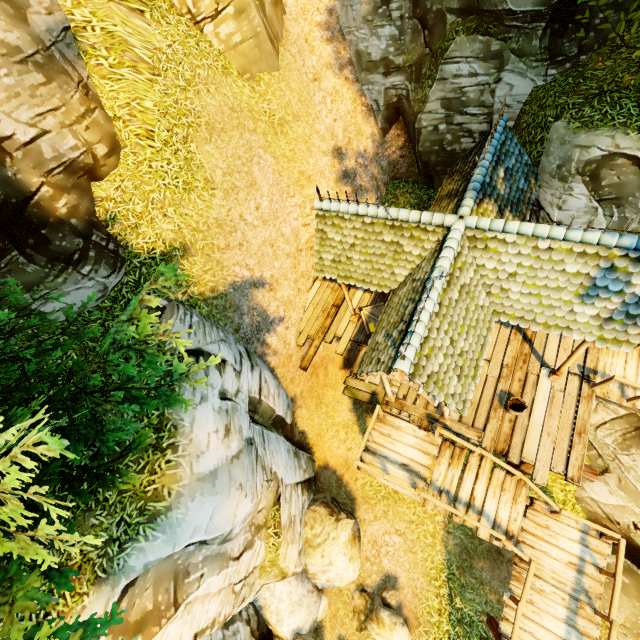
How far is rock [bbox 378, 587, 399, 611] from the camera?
9.8m

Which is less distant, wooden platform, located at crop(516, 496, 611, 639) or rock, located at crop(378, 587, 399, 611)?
wooden platform, located at crop(516, 496, 611, 639)

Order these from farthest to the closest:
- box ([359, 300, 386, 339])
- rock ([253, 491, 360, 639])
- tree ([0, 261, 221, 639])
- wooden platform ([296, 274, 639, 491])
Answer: box ([359, 300, 386, 339]) → rock ([253, 491, 360, 639]) → wooden platform ([296, 274, 639, 491]) → tree ([0, 261, 221, 639])

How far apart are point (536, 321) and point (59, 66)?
11.5m

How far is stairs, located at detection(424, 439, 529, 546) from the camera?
8.4 meters

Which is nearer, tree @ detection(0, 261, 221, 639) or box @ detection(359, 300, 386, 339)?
tree @ detection(0, 261, 221, 639)

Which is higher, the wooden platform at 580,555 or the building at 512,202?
the building at 512,202

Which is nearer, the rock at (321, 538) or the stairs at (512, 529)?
the stairs at (512, 529)
